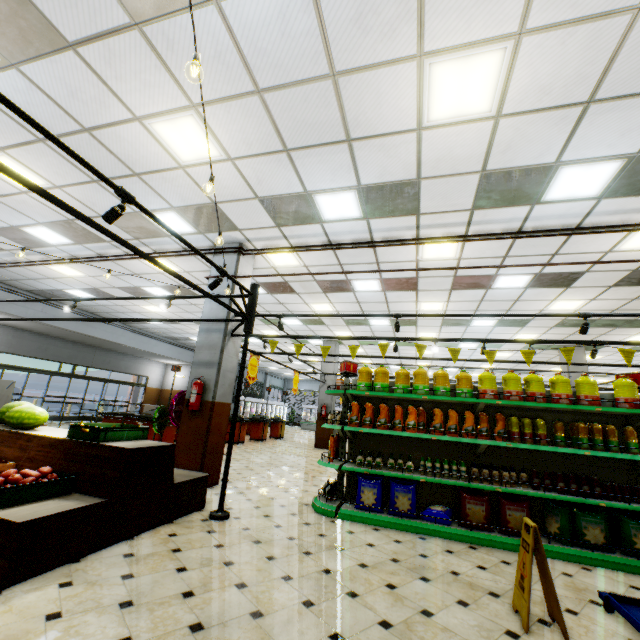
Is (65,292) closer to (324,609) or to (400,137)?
(400,137)

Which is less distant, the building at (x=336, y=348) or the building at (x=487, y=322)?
the building at (x=487, y=322)

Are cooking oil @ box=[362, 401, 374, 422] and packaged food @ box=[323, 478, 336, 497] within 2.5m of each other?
yes

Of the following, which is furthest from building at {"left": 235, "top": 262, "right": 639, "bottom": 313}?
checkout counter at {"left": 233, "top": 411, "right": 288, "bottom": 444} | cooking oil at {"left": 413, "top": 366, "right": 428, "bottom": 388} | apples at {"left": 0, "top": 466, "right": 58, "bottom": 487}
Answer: cooking oil at {"left": 413, "top": 366, "right": 428, "bottom": 388}

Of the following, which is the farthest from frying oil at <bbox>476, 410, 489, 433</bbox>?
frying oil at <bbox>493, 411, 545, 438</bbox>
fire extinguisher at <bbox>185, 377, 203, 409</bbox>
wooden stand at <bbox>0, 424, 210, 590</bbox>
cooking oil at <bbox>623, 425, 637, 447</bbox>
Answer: fire extinguisher at <bbox>185, 377, 203, 409</bbox>

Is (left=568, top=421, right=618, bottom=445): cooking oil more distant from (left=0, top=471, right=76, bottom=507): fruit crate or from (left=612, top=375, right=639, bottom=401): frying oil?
(left=0, top=471, right=76, bottom=507): fruit crate

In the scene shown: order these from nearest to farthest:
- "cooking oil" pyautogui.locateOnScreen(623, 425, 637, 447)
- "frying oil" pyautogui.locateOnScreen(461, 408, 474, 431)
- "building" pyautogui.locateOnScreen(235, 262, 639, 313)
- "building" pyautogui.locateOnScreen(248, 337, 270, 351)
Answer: "cooking oil" pyautogui.locateOnScreen(623, 425, 637, 447) → "frying oil" pyautogui.locateOnScreen(461, 408, 474, 431) → "building" pyautogui.locateOnScreen(235, 262, 639, 313) → "building" pyautogui.locateOnScreen(248, 337, 270, 351)

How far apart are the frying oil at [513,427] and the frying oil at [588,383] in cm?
58
